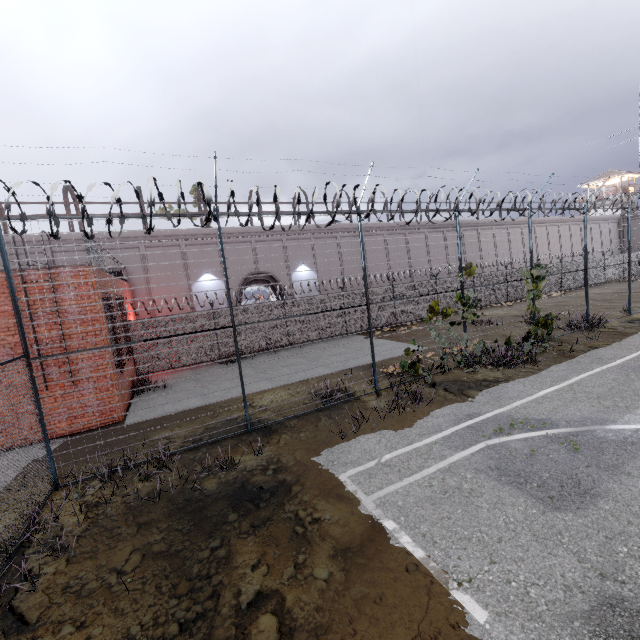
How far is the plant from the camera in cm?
1062

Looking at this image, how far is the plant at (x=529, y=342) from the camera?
10.6 meters

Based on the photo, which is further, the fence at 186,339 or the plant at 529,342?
the plant at 529,342

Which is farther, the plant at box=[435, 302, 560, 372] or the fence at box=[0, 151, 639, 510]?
the plant at box=[435, 302, 560, 372]

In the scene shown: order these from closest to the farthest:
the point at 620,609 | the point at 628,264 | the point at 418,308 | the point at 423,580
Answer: the point at 620,609
the point at 423,580
the point at 628,264
the point at 418,308
